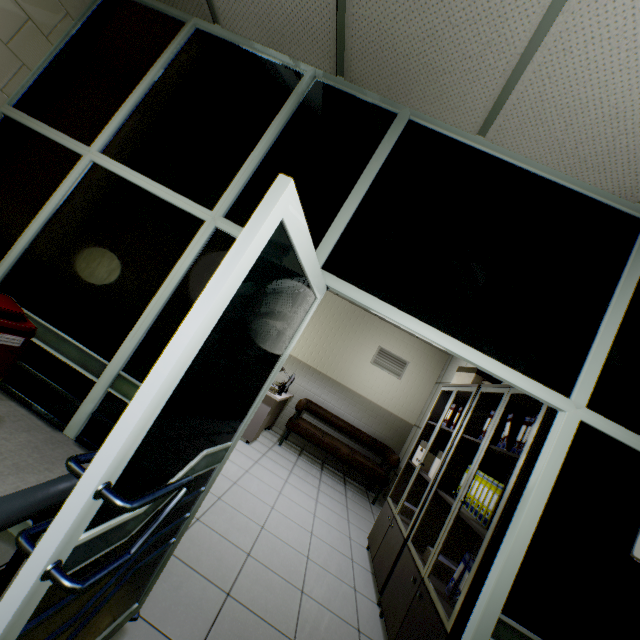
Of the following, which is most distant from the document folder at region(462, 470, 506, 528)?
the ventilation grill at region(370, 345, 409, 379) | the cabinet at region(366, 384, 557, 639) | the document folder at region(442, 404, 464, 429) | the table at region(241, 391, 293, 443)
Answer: the ventilation grill at region(370, 345, 409, 379)

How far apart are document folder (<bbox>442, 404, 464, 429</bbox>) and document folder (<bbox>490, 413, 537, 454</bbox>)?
0.87m

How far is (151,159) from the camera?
2.13m

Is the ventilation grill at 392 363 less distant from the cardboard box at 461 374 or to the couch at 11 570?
the cardboard box at 461 374

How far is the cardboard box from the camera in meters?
3.8 m

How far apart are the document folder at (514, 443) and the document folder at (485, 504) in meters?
0.3

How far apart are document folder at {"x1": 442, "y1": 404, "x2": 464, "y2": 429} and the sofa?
2.1 meters

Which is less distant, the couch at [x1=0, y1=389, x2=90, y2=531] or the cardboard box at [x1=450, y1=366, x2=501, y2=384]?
the couch at [x1=0, y1=389, x2=90, y2=531]
